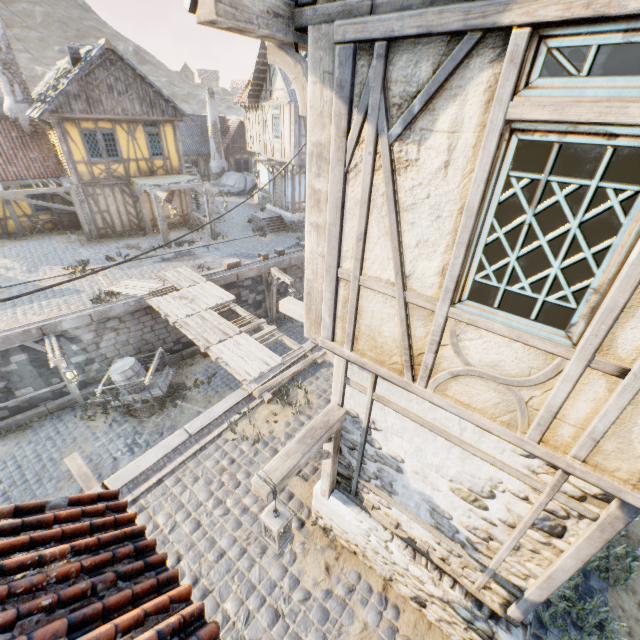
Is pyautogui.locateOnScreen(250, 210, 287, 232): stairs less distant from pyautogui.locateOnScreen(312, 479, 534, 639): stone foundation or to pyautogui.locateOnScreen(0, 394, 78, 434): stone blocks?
pyautogui.locateOnScreen(0, 394, 78, 434): stone blocks

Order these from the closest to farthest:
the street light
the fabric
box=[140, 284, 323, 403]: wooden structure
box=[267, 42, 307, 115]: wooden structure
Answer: box=[267, 42, 307, 115]: wooden structure < the street light < box=[140, 284, 323, 403]: wooden structure < the fabric

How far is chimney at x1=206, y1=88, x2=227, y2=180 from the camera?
28.17m

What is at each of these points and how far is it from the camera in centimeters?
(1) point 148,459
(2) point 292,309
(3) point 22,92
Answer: (1) stone blocks, 677cm
(2) wooden structure, 526cm
(3) chimney, 1714cm

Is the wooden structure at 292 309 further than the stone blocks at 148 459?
No

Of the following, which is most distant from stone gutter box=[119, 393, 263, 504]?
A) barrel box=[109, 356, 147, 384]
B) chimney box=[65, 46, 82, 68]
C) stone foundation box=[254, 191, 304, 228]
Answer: chimney box=[65, 46, 82, 68]

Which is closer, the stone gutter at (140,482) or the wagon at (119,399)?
the stone gutter at (140,482)

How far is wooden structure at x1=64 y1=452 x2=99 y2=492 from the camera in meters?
6.7 m
